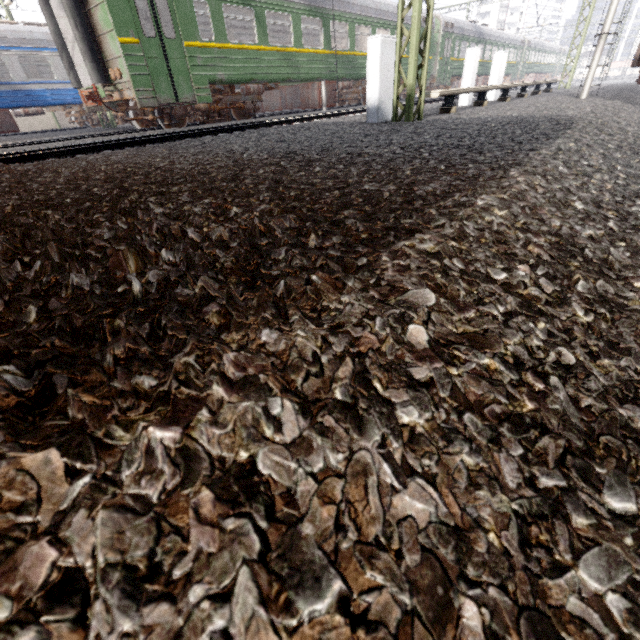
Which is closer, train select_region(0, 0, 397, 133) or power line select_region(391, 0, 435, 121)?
power line select_region(391, 0, 435, 121)

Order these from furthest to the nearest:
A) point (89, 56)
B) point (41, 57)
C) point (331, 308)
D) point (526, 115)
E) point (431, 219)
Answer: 1. point (41, 57)
2. point (89, 56)
3. point (526, 115)
4. point (431, 219)
5. point (331, 308)

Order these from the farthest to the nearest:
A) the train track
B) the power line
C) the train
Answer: the train, the train track, the power line

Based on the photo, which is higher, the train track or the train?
the train

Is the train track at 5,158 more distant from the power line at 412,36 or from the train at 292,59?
Result: the power line at 412,36

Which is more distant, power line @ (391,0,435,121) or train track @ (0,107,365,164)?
train track @ (0,107,365,164)

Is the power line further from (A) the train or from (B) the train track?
(B) the train track
